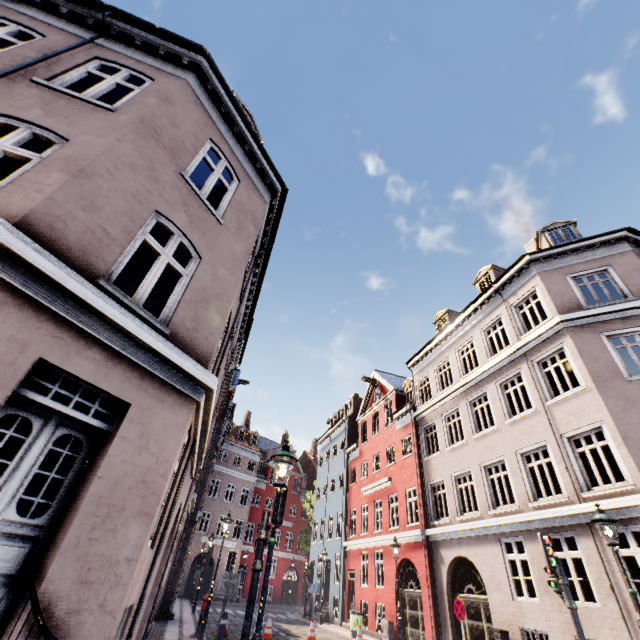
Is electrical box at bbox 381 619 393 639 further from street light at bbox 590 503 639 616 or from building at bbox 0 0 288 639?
street light at bbox 590 503 639 616

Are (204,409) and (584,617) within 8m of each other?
no

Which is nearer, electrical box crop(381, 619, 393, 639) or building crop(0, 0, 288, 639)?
building crop(0, 0, 288, 639)

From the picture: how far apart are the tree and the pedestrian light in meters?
28.4 m

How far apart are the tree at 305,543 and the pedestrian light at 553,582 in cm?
2845

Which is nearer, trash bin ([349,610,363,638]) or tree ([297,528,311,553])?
trash bin ([349,610,363,638])

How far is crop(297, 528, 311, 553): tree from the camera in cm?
3084

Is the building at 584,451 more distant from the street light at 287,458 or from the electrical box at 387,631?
the street light at 287,458
